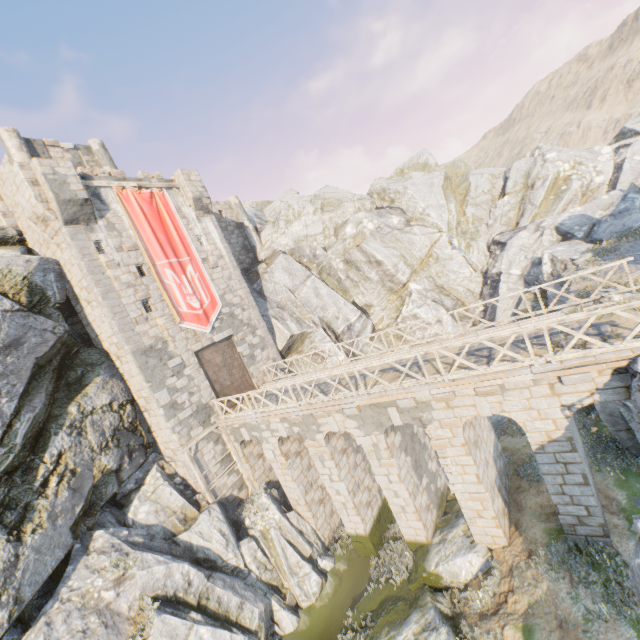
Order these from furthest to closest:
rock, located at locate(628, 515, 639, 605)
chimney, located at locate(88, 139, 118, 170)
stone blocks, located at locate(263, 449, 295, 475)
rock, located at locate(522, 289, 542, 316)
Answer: chimney, located at locate(88, 139, 118, 170)
rock, located at locate(522, 289, 542, 316)
stone blocks, located at locate(263, 449, 295, 475)
rock, located at locate(628, 515, 639, 605)

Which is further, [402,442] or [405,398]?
[402,442]

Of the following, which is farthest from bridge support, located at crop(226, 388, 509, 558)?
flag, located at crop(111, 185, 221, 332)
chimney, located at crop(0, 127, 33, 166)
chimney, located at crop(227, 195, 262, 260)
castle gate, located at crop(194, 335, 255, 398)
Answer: chimney, located at crop(0, 127, 33, 166)

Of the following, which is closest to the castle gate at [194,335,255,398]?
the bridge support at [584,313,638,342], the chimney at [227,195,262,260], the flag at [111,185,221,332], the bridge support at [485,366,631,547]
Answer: the flag at [111,185,221,332]

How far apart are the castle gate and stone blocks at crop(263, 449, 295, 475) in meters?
3.4 m

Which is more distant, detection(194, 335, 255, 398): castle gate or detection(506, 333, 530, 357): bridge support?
detection(194, 335, 255, 398): castle gate

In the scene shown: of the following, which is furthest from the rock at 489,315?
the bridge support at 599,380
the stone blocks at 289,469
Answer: the stone blocks at 289,469

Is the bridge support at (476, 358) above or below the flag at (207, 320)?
below
